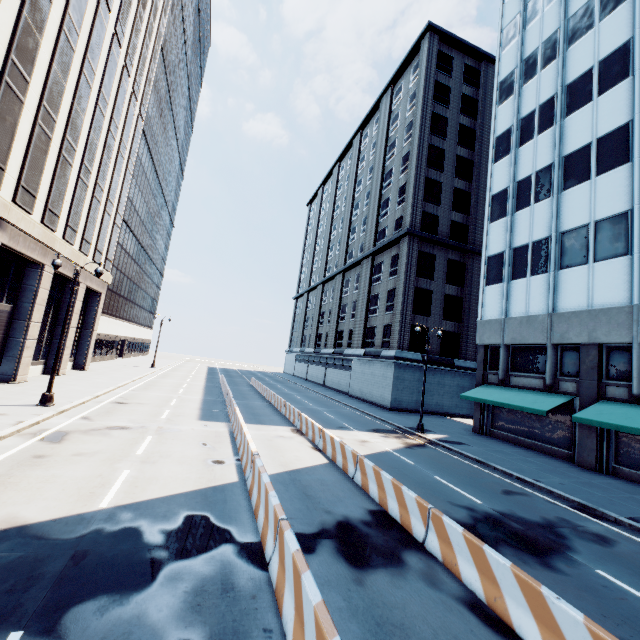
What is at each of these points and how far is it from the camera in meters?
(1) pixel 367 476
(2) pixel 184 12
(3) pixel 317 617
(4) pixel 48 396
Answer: (1) concrete barrier, 10.8
(2) building, 55.1
(3) concrete barrier, 4.1
(4) light, 15.6

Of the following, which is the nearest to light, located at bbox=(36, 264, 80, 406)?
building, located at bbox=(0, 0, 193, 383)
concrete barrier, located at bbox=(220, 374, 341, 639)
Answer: building, located at bbox=(0, 0, 193, 383)

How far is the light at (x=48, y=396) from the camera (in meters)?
15.55

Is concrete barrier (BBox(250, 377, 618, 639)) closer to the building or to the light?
the light

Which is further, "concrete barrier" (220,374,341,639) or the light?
the light

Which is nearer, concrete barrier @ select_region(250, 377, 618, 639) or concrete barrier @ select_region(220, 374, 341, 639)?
concrete barrier @ select_region(220, 374, 341, 639)

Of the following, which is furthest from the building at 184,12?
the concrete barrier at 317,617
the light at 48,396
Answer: the concrete barrier at 317,617
